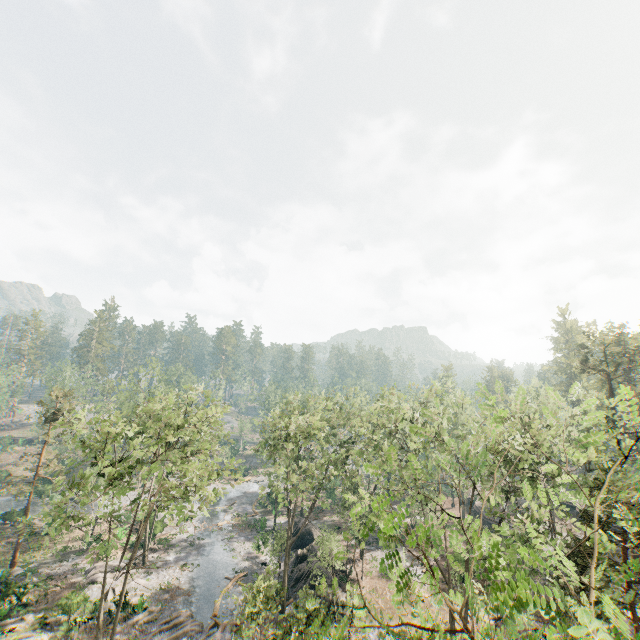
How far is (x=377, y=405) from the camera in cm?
2755

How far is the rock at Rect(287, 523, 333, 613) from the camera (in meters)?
29.33

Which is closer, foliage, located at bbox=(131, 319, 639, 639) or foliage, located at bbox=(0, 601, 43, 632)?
foliage, located at bbox=(131, 319, 639, 639)

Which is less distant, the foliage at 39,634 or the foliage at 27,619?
the foliage at 39,634

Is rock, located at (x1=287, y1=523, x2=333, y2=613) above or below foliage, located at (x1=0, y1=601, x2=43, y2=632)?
above

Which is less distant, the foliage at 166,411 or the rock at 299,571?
the foliage at 166,411

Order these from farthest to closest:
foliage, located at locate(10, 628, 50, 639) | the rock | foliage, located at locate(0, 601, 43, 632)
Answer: the rock < foliage, located at locate(0, 601, 43, 632) < foliage, located at locate(10, 628, 50, 639)
